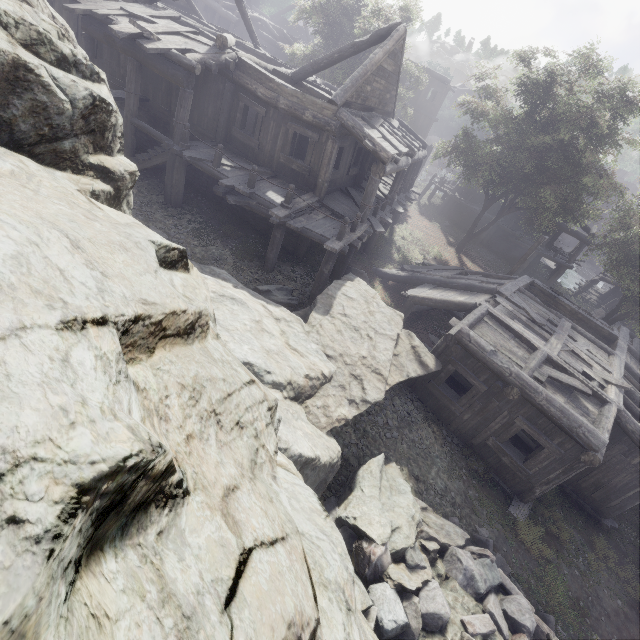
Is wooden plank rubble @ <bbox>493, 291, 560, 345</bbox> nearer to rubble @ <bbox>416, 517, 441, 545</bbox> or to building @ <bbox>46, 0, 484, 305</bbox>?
building @ <bbox>46, 0, 484, 305</bbox>

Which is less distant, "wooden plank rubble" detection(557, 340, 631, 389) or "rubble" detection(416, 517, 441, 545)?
"rubble" detection(416, 517, 441, 545)

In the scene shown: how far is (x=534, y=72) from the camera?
18.3m

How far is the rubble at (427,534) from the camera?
6.9m

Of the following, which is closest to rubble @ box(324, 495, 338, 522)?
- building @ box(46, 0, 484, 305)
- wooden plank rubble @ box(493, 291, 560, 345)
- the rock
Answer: the rock

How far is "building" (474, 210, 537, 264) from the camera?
27.7m

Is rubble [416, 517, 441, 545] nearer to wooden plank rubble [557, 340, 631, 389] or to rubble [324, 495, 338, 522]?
rubble [324, 495, 338, 522]

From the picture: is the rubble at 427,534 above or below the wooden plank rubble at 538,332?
below
